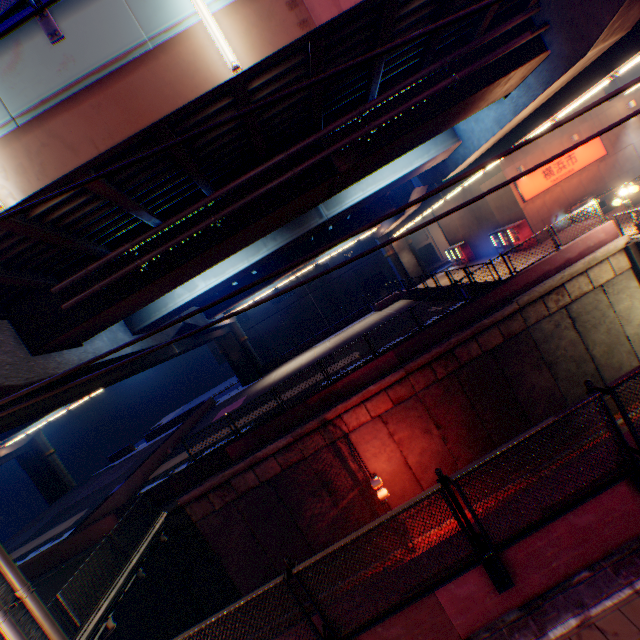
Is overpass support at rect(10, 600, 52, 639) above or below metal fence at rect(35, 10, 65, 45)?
below

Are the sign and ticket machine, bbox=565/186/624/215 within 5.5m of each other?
yes

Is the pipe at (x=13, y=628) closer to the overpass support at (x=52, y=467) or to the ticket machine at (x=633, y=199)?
the overpass support at (x=52, y=467)

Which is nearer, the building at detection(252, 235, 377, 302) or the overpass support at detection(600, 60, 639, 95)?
the overpass support at detection(600, 60, 639, 95)

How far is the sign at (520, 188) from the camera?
22.5m

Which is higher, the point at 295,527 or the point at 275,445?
the point at 275,445

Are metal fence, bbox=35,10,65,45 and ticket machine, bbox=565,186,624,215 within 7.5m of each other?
no

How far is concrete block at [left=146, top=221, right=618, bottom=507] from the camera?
15.04m
